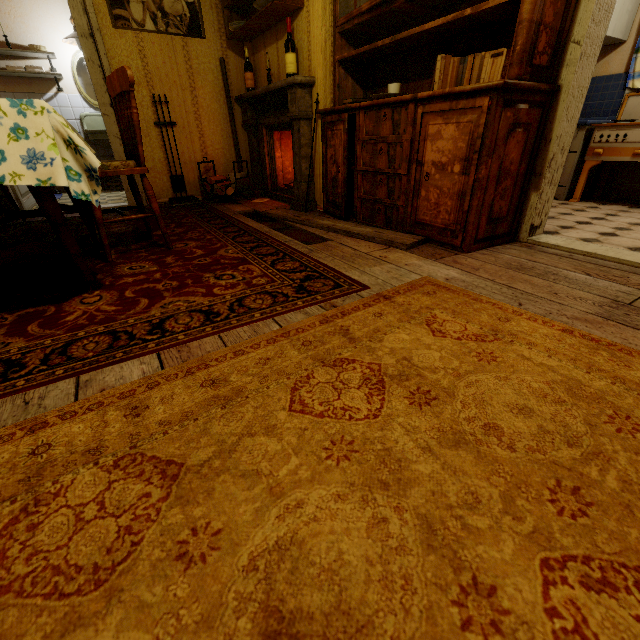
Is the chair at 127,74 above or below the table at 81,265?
above

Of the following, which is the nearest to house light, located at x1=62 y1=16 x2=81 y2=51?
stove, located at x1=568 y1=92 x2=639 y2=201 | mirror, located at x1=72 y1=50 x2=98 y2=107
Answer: mirror, located at x1=72 y1=50 x2=98 y2=107

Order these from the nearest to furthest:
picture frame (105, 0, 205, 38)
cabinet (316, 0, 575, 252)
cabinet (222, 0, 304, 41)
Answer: cabinet (316, 0, 575, 252) < cabinet (222, 0, 304, 41) < picture frame (105, 0, 205, 38)

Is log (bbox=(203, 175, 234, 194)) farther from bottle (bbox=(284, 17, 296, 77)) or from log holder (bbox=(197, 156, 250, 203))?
bottle (bbox=(284, 17, 296, 77))

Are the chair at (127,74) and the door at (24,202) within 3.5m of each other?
yes

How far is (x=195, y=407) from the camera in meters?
1.0 m

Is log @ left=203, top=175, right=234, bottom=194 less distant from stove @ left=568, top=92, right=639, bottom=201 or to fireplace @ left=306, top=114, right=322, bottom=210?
fireplace @ left=306, top=114, right=322, bottom=210

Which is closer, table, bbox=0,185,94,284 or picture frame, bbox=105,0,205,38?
table, bbox=0,185,94,284
